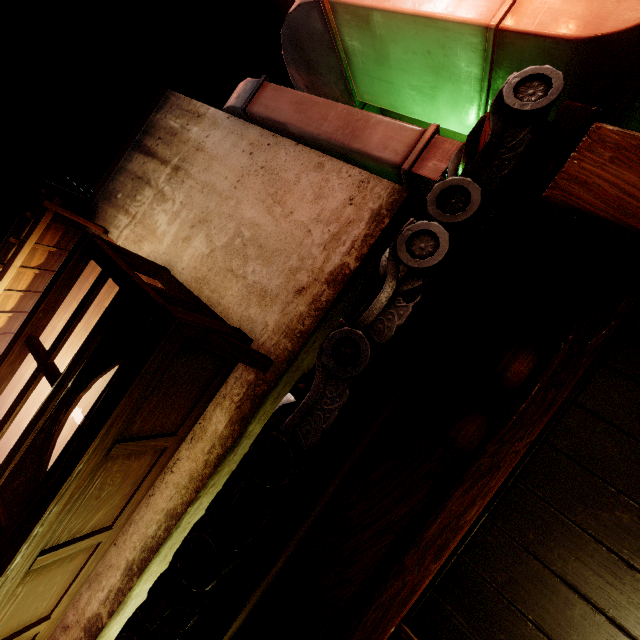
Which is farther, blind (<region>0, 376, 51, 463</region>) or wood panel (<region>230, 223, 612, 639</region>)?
blind (<region>0, 376, 51, 463</region>)

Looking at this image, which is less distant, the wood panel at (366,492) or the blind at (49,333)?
the wood panel at (366,492)

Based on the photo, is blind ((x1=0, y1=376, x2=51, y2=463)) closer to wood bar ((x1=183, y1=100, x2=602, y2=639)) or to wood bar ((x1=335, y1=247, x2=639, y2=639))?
wood bar ((x1=183, y1=100, x2=602, y2=639))

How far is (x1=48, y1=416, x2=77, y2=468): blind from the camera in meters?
6.9 m

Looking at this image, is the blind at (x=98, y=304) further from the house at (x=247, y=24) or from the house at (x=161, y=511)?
the house at (x=247, y=24)

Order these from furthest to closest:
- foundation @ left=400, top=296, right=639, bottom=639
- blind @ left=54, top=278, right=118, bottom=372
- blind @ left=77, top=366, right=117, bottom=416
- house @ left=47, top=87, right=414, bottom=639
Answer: blind @ left=54, top=278, right=118, bottom=372 → blind @ left=77, top=366, right=117, bottom=416 → house @ left=47, top=87, right=414, bottom=639 → foundation @ left=400, top=296, right=639, bottom=639

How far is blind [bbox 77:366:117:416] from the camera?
6.9 meters

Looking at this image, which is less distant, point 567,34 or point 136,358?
point 567,34
